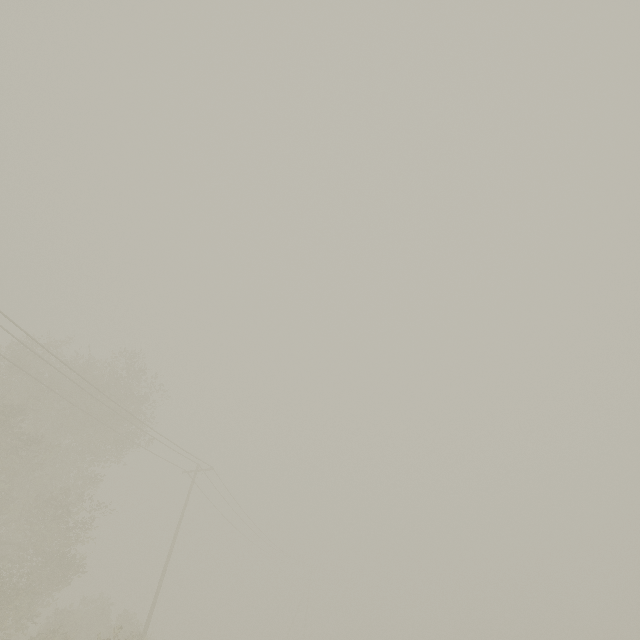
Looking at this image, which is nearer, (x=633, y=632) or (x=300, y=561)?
(x=300, y=561)

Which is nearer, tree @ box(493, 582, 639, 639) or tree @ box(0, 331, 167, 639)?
tree @ box(0, 331, 167, 639)

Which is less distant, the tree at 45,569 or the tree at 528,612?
the tree at 45,569
